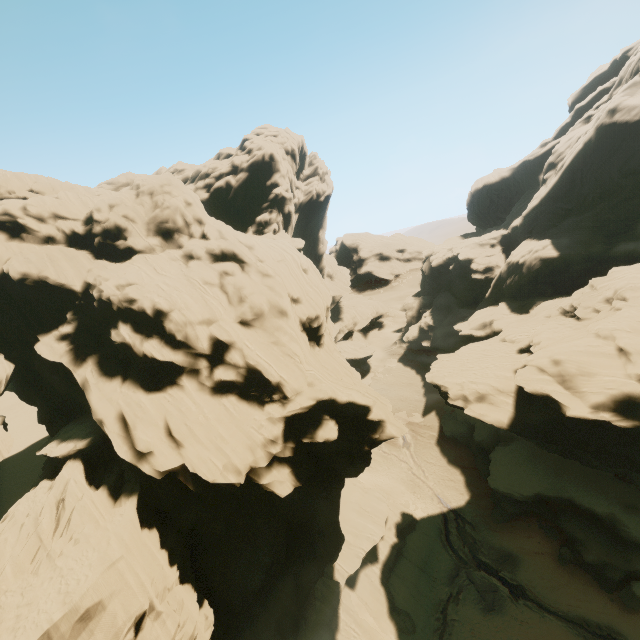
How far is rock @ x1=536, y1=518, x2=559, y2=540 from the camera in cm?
3136

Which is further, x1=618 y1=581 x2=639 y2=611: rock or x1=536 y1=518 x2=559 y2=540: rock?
x1=536 y1=518 x2=559 y2=540: rock

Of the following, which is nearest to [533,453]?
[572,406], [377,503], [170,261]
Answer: [572,406]

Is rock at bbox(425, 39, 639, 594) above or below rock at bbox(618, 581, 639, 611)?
above

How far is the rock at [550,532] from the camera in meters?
31.4

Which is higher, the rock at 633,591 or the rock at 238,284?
the rock at 238,284

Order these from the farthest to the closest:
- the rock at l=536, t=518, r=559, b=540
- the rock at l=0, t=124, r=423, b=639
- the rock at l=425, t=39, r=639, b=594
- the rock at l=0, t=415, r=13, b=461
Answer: the rock at l=536, t=518, r=559, b=540, the rock at l=425, t=39, r=639, b=594, the rock at l=0, t=415, r=13, b=461, the rock at l=0, t=124, r=423, b=639
